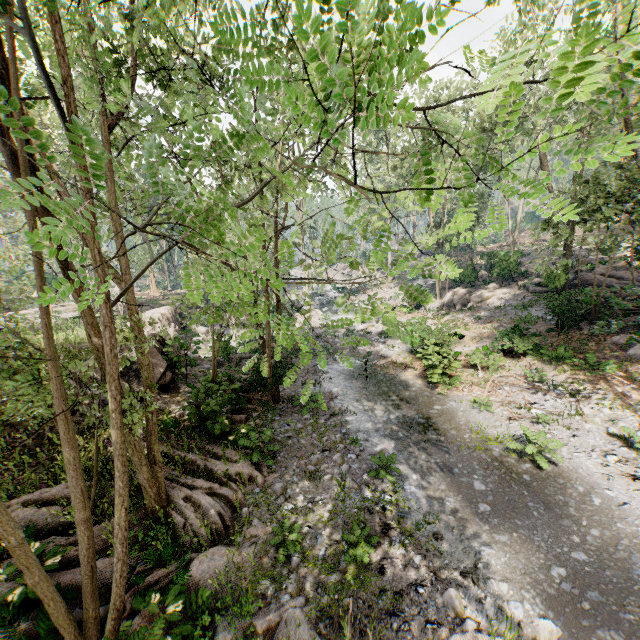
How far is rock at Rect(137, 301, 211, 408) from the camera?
14.3 meters

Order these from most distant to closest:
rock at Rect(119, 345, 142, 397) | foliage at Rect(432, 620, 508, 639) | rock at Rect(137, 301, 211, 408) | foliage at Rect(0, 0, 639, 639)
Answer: rock at Rect(137, 301, 211, 408) < rock at Rect(119, 345, 142, 397) < foliage at Rect(432, 620, 508, 639) < foliage at Rect(0, 0, 639, 639)

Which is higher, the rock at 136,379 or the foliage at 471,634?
the rock at 136,379

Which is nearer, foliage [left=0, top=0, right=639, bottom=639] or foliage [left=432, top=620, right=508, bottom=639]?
foliage [left=0, top=0, right=639, bottom=639]

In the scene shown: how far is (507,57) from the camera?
1.4 meters

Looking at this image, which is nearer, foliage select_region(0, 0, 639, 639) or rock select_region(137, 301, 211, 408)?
foliage select_region(0, 0, 639, 639)

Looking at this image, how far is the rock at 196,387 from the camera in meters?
14.3 m
